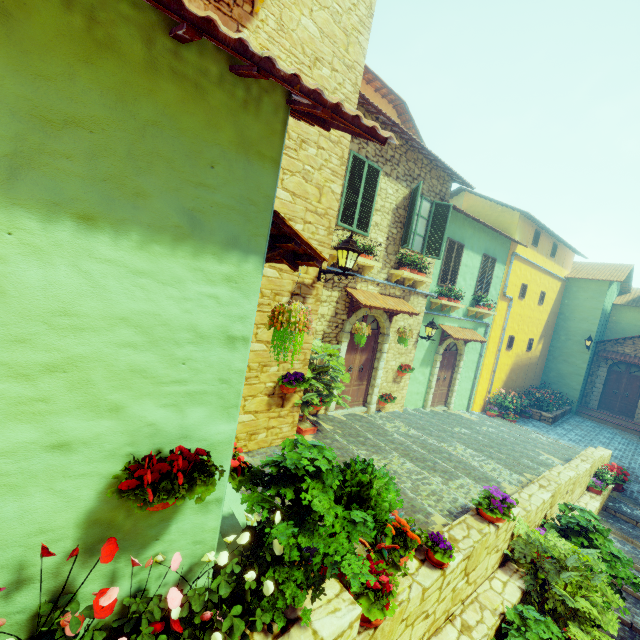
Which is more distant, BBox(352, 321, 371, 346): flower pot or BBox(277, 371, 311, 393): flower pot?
BBox(352, 321, 371, 346): flower pot

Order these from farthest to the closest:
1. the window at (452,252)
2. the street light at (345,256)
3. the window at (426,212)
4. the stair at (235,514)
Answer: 1. the window at (452,252)
2. the window at (426,212)
3. the street light at (345,256)
4. the stair at (235,514)

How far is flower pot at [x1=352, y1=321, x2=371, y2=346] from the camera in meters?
7.5 m

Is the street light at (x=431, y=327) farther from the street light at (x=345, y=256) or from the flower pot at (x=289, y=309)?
the flower pot at (x=289, y=309)

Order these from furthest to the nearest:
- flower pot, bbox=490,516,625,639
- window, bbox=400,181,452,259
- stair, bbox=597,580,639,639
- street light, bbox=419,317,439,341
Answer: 1. street light, bbox=419,317,439,341
2. window, bbox=400,181,452,259
3. stair, bbox=597,580,639,639
4. flower pot, bbox=490,516,625,639

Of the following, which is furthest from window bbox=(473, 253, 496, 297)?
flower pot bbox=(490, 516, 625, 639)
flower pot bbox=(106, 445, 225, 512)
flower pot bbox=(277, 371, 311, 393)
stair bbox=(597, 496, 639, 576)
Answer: flower pot bbox=(106, 445, 225, 512)

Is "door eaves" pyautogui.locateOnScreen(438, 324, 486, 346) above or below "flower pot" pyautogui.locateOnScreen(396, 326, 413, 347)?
above

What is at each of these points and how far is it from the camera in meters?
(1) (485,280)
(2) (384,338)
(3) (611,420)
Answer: (1) window, 13.0
(2) stone doorway, 9.2
(3) stair, 17.1
